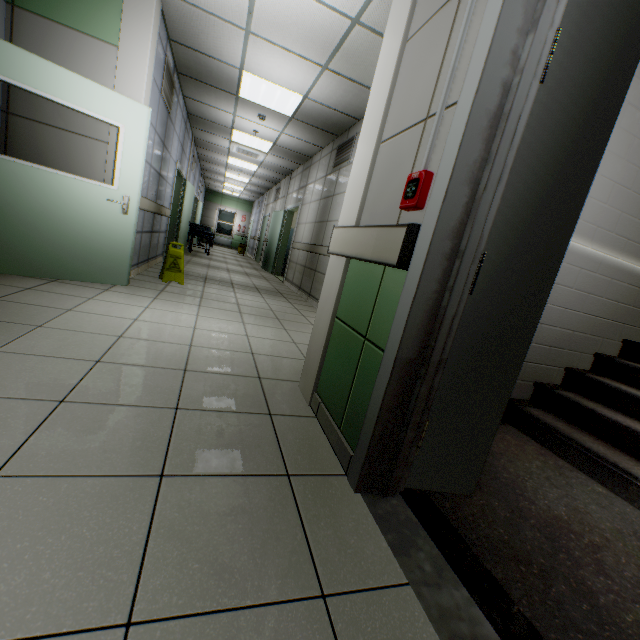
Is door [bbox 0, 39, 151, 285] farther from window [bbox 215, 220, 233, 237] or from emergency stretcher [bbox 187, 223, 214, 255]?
window [bbox 215, 220, 233, 237]

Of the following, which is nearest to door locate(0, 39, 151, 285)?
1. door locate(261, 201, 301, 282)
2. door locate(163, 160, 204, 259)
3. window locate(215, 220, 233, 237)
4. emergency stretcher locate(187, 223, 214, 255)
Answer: door locate(163, 160, 204, 259)

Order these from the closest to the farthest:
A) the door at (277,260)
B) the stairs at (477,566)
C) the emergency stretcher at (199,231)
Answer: the stairs at (477,566), the door at (277,260), the emergency stretcher at (199,231)

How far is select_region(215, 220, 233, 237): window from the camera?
20.9m

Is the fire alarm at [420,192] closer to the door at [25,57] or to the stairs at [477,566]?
the stairs at [477,566]

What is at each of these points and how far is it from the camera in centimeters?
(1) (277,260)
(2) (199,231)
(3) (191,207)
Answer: (1) door, 1020cm
(2) emergency stretcher, 1058cm
(3) door, 986cm

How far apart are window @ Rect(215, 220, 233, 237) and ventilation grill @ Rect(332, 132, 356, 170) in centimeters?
1624cm

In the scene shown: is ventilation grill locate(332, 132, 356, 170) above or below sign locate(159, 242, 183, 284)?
above
